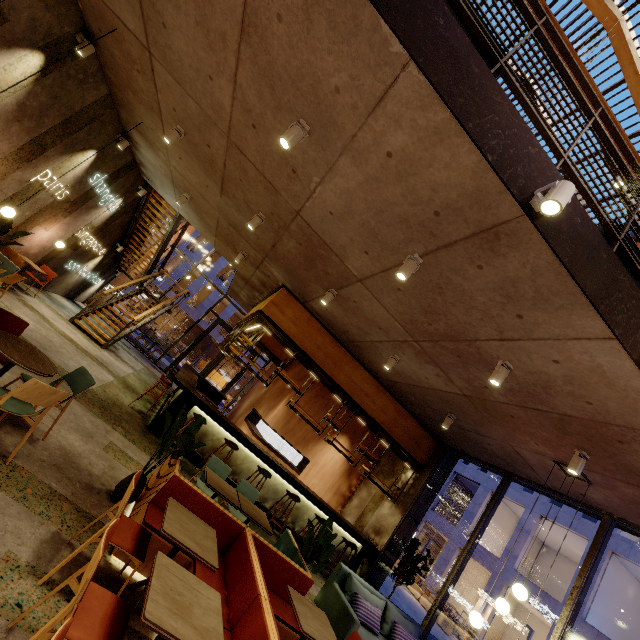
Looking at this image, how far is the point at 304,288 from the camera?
7.6 meters

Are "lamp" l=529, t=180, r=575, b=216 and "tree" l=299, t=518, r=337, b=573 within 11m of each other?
yes

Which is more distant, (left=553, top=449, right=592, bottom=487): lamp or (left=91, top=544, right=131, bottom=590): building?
(left=553, top=449, right=592, bottom=487): lamp

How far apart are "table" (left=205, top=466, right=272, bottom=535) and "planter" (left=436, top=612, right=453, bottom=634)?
17.4m

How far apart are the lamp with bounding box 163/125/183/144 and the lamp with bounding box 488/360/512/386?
5.8 meters

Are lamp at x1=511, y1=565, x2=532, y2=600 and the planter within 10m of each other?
no

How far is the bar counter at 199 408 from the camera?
7.4 meters

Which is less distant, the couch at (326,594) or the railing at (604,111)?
the railing at (604,111)
